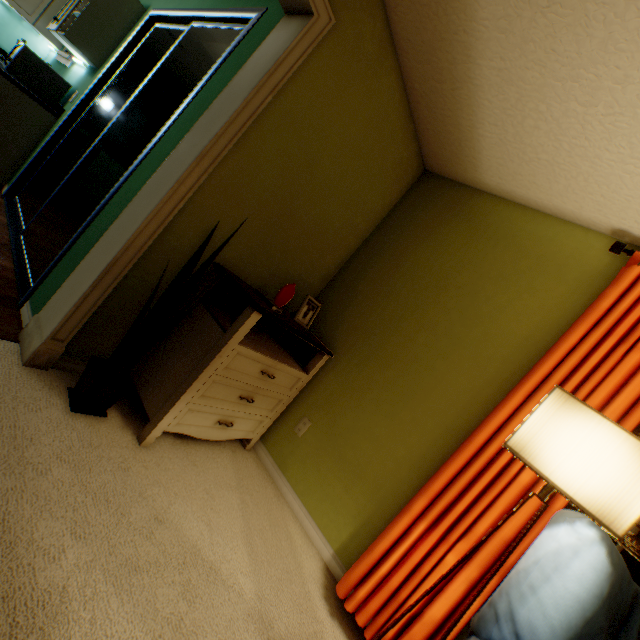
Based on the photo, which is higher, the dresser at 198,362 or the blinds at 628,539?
the blinds at 628,539

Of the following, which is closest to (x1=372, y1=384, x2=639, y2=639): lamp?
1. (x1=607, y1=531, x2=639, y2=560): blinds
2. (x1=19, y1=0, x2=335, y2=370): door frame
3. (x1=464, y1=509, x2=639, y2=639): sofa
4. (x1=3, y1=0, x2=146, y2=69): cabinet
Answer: (x1=464, y1=509, x2=639, y2=639): sofa

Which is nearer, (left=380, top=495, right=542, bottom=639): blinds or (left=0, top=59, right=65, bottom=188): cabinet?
(left=380, top=495, right=542, bottom=639): blinds

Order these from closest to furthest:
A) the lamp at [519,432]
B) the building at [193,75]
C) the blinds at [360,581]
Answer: the lamp at [519,432]
the blinds at [360,581]
the building at [193,75]

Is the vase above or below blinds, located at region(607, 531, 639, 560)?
below

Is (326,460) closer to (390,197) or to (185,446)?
(185,446)

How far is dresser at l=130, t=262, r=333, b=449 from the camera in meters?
1.6 m

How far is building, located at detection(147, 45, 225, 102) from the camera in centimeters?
329cm
